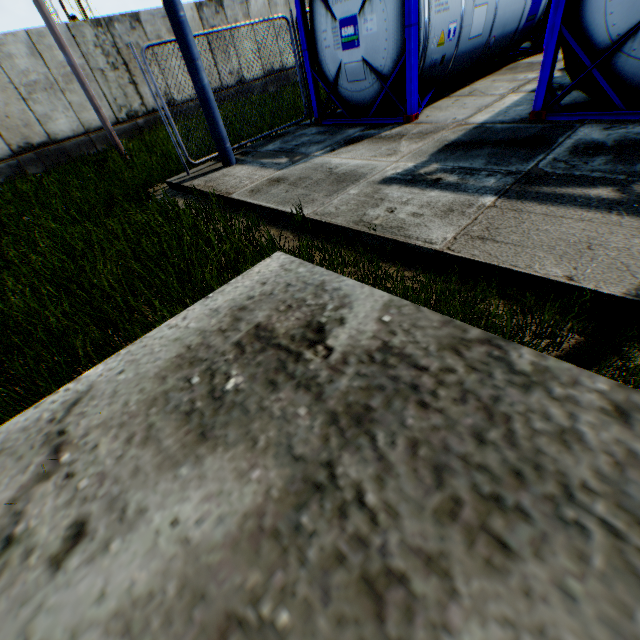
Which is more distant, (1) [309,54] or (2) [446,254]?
(1) [309,54]

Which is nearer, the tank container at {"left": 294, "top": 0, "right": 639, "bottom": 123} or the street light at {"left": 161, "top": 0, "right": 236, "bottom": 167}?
the tank container at {"left": 294, "top": 0, "right": 639, "bottom": 123}

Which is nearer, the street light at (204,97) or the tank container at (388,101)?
the tank container at (388,101)
